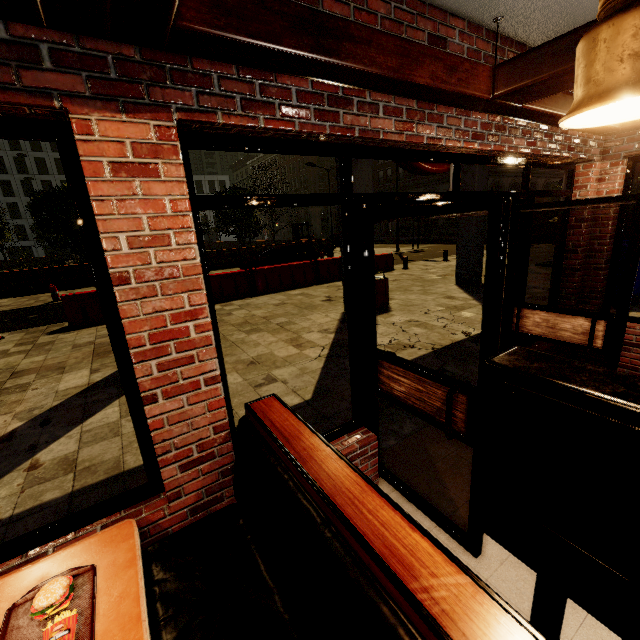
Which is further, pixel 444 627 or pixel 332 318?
pixel 332 318

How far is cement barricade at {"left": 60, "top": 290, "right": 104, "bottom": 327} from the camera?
8.88m

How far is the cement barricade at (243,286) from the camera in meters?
11.1

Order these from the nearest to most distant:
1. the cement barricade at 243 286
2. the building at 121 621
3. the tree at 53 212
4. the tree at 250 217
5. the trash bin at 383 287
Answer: the building at 121 621
the trash bin at 383 287
the cement barricade at 243 286
the tree at 53 212
the tree at 250 217

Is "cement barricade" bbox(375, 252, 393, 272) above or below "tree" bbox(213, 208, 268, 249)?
below

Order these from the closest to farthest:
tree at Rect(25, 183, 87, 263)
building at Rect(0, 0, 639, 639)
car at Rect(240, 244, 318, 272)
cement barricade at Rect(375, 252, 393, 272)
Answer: building at Rect(0, 0, 639, 639) → cement barricade at Rect(375, 252, 393, 272) → car at Rect(240, 244, 318, 272) → tree at Rect(25, 183, 87, 263)

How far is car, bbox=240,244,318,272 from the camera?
15.6m

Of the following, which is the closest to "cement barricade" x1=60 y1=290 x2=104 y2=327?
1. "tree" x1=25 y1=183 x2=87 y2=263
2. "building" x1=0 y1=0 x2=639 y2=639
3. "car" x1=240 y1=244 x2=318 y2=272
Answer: "car" x1=240 y1=244 x2=318 y2=272
